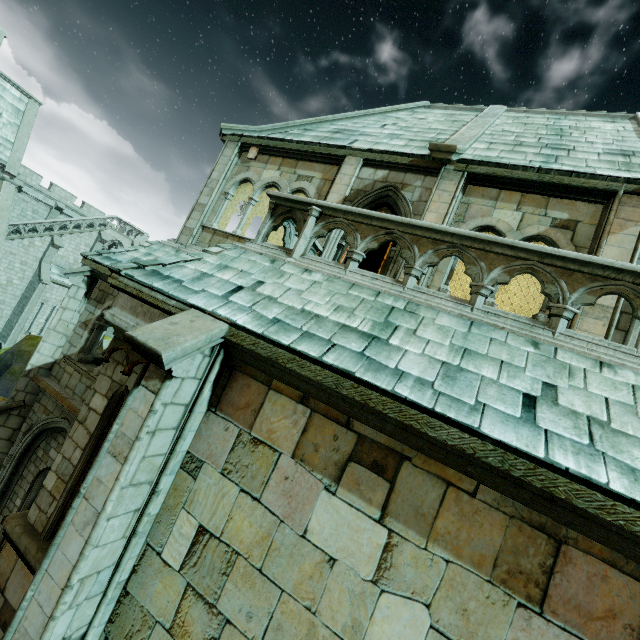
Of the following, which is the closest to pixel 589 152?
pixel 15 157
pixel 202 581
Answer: pixel 202 581

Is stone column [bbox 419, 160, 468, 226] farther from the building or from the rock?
the rock

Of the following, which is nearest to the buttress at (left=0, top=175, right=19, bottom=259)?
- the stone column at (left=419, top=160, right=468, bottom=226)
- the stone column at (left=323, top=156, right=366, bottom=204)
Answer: the stone column at (left=323, top=156, right=366, bottom=204)

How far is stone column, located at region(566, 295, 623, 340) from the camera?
5.7 meters

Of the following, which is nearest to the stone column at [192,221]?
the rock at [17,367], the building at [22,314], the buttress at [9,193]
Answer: the building at [22,314]

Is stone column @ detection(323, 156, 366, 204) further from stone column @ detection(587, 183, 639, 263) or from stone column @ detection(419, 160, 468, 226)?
stone column @ detection(587, 183, 639, 263)

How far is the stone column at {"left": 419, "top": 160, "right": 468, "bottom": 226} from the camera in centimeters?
728cm

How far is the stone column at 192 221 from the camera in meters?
9.9 m
